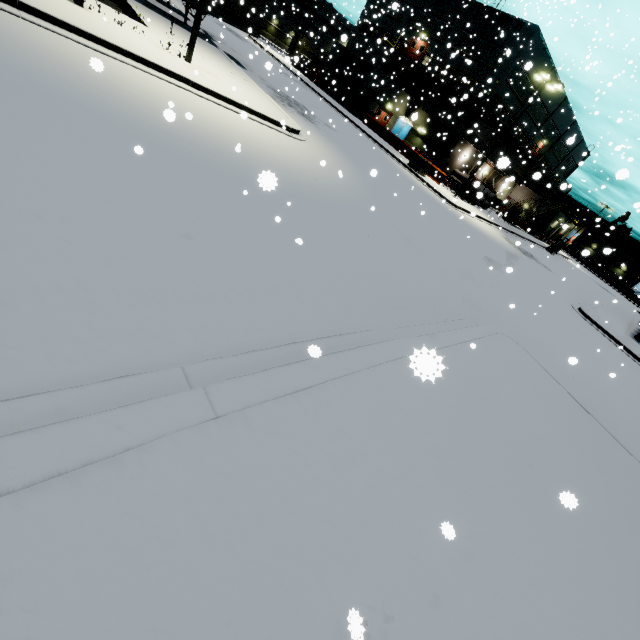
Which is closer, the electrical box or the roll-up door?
the electrical box

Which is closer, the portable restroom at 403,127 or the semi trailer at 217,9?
the semi trailer at 217,9

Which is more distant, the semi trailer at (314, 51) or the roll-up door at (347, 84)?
the semi trailer at (314, 51)

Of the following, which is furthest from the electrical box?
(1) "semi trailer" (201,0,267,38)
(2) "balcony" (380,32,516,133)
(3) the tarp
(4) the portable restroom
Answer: (3) the tarp

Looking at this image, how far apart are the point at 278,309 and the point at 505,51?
44.00m

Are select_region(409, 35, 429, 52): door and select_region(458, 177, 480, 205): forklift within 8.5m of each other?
no

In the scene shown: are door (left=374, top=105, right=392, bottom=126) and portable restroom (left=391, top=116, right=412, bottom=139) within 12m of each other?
yes

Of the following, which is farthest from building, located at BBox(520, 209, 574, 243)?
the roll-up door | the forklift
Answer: the forklift
